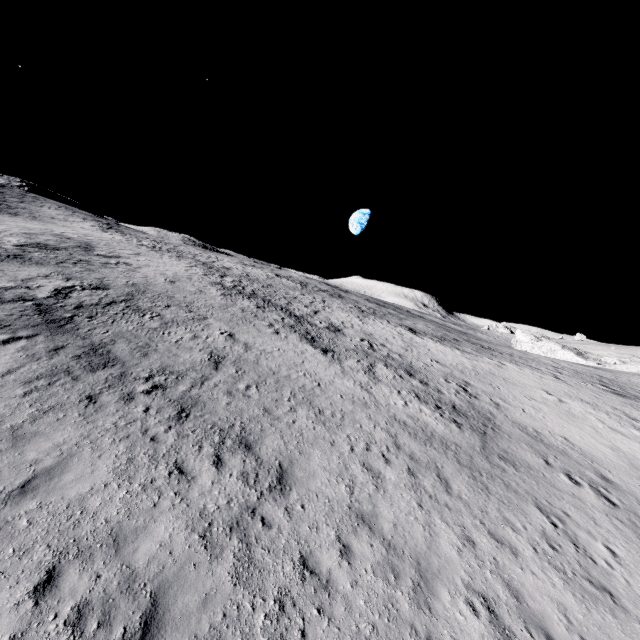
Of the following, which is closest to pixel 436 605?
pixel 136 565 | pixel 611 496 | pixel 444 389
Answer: pixel 136 565
